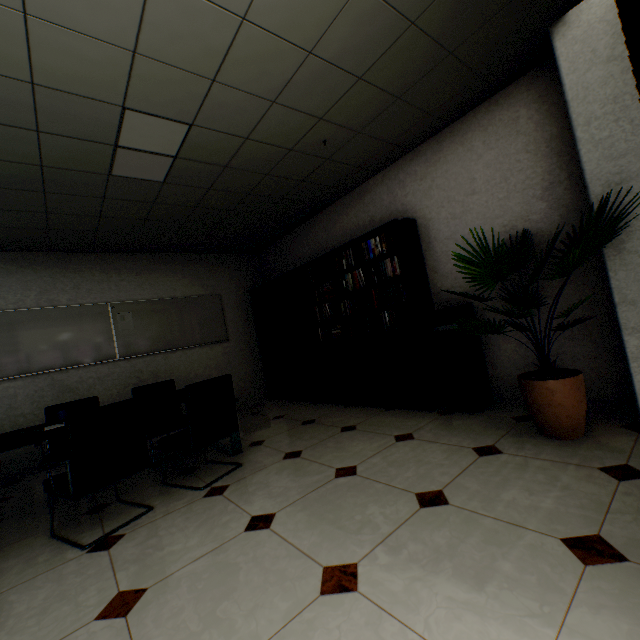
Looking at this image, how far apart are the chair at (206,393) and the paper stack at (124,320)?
2.87m

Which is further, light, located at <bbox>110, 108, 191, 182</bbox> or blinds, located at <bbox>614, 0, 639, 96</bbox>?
light, located at <bbox>110, 108, 191, 182</bbox>

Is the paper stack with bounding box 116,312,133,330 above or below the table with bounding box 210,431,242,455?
above

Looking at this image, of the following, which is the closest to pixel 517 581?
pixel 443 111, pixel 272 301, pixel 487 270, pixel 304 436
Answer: pixel 487 270

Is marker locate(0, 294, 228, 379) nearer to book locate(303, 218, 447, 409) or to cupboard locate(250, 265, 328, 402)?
cupboard locate(250, 265, 328, 402)

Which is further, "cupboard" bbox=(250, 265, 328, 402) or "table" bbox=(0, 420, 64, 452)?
"cupboard" bbox=(250, 265, 328, 402)

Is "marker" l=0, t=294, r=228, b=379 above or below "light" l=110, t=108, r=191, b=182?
below

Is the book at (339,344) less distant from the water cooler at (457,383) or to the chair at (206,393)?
the water cooler at (457,383)
